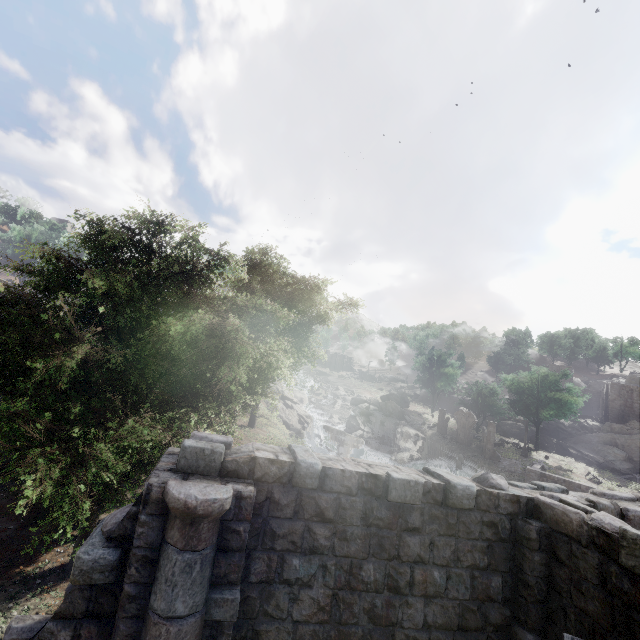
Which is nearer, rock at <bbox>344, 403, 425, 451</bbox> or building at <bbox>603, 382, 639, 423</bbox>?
rock at <bbox>344, 403, 425, 451</bbox>

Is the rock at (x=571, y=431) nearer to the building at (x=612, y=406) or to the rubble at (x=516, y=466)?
the building at (x=612, y=406)

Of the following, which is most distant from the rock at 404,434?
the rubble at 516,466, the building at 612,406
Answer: the building at 612,406

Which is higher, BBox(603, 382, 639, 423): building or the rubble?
BBox(603, 382, 639, 423): building

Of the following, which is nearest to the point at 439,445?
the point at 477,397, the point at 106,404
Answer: the point at 477,397

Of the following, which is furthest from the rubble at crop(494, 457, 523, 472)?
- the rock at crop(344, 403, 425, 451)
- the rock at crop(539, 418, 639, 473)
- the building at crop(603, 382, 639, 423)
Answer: the rock at crop(539, 418, 639, 473)

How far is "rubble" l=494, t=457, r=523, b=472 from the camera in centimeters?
3825cm
